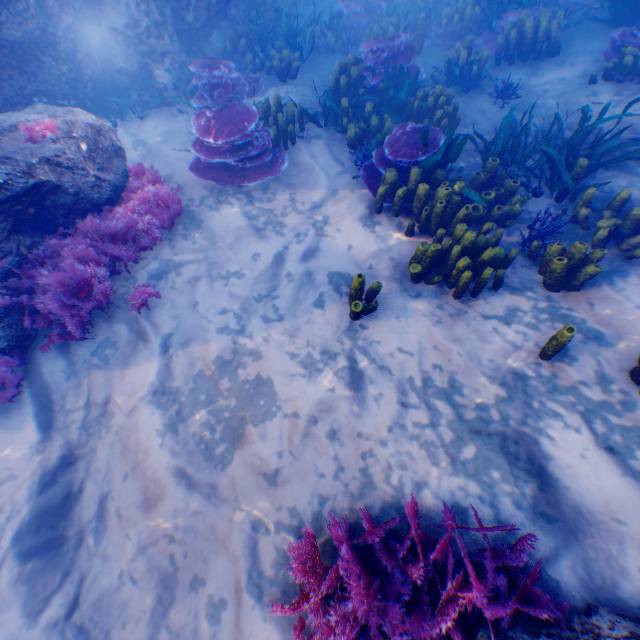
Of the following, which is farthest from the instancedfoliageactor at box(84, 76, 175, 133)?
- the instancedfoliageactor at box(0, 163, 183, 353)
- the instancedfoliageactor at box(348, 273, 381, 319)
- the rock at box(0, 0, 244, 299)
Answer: the instancedfoliageactor at box(0, 163, 183, 353)

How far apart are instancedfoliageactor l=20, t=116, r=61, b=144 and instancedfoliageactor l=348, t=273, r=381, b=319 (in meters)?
4.10

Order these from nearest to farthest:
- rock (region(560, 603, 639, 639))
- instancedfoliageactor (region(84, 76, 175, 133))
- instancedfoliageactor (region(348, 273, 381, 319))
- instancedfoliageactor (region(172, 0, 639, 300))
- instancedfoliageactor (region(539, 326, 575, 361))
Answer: rock (region(560, 603, 639, 639)) < instancedfoliageactor (region(539, 326, 575, 361)) < instancedfoliageactor (region(348, 273, 381, 319)) < instancedfoliageactor (region(172, 0, 639, 300)) < instancedfoliageactor (region(84, 76, 175, 133))

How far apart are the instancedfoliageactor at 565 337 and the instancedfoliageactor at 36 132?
6.2m

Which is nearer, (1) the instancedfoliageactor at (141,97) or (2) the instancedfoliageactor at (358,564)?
(2) the instancedfoliageactor at (358,564)

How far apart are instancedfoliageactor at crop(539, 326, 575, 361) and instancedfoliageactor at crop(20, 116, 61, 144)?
6.2m

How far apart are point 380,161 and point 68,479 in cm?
584

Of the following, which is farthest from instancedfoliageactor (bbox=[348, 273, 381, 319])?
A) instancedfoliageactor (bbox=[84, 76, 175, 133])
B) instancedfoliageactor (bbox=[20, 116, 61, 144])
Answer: instancedfoliageactor (bbox=[84, 76, 175, 133])
